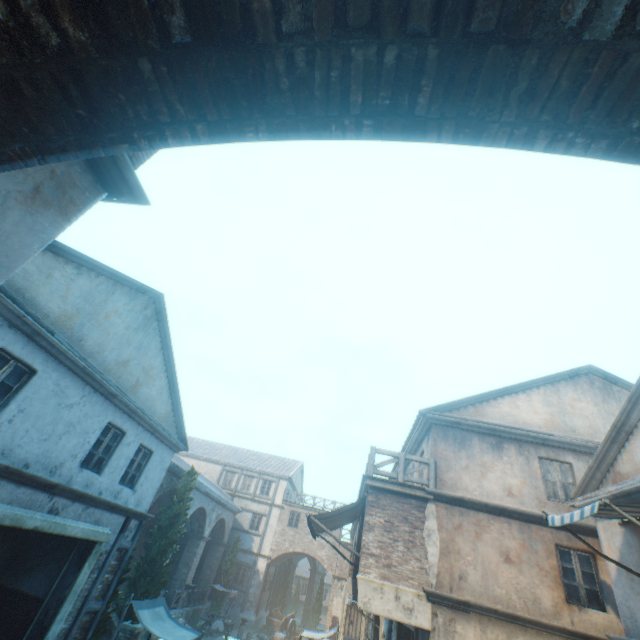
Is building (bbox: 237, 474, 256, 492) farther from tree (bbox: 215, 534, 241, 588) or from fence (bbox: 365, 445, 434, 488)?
fence (bbox: 365, 445, 434, 488)

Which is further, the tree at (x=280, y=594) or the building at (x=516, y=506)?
the tree at (x=280, y=594)

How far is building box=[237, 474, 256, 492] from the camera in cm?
3216

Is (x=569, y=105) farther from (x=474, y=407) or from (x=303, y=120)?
(x=474, y=407)

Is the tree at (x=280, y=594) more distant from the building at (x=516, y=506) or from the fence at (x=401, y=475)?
the fence at (x=401, y=475)

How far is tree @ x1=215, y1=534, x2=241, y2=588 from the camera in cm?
2544

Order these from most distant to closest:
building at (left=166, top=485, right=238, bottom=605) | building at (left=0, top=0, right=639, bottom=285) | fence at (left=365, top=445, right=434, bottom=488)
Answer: building at (left=166, top=485, right=238, bottom=605) < fence at (left=365, top=445, right=434, bottom=488) < building at (left=0, top=0, right=639, bottom=285)

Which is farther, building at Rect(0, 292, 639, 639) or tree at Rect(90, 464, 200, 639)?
tree at Rect(90, 464, 200, 639)
